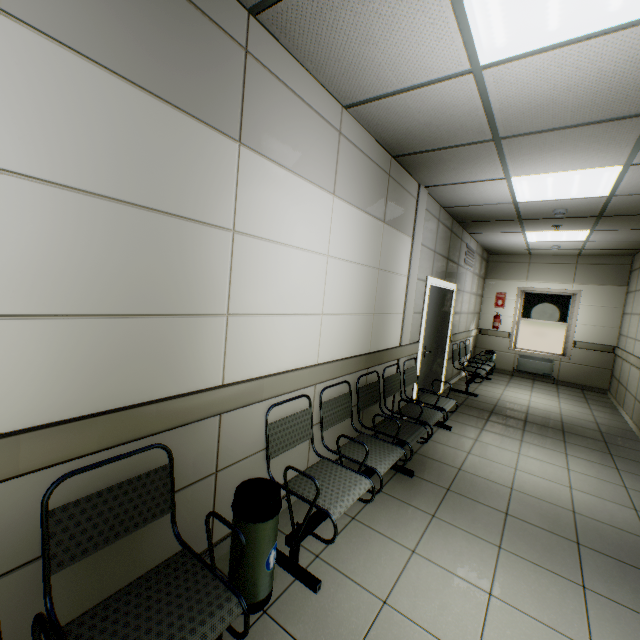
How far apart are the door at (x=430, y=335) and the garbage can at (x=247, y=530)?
3.7 meters

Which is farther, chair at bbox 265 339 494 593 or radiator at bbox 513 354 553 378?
radiator at bbox 513 354 553 378

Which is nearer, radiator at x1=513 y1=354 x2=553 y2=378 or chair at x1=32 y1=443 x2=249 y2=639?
chair at x1=32 y1=443 x2=249 y2=639

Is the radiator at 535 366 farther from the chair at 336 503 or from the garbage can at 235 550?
the garbage can at 235 550

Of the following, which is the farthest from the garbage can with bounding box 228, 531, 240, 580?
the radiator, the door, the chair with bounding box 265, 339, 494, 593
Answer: the radiator

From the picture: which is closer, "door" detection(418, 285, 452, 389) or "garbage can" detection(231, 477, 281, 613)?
"garbage can" detection(231, 477, 281, 613)

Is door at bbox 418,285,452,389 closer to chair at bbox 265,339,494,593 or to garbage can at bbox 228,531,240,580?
chair at bbox 265,339,494,593

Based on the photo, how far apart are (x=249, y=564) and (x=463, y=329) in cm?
711
